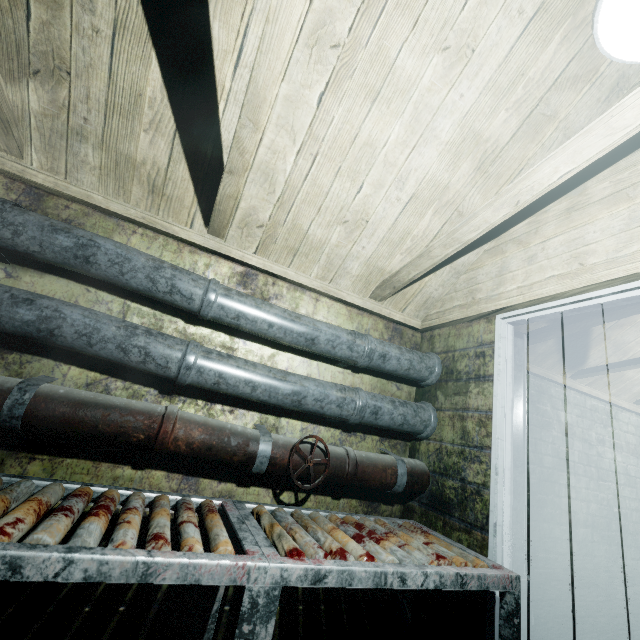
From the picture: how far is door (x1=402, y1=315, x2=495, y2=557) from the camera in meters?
1.6

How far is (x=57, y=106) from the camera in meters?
1.3 m

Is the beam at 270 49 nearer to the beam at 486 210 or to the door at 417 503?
the beam at 486 210

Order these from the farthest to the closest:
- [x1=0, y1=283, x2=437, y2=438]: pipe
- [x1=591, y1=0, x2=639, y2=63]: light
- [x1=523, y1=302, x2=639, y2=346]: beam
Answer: [x1=523, y1=302, x2=639, y2=346]: beam → [x1=0, y1=283, x2=437, y2=438]: pipe → [x1=591, y1=0, x2=639, y2=63]: light

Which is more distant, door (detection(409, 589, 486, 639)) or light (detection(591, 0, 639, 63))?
door (detection(409, 589, 486, 639))

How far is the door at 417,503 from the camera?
1.58m

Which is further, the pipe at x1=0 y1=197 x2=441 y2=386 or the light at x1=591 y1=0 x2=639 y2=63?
the pipe at x1=0 y1=197 x2=441 y2=386

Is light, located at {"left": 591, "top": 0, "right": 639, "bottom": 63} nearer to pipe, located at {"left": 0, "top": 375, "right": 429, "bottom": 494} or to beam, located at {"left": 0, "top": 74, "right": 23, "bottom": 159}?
beam, located at {"left": 0, "top": 74, "right": 23, "bottom": 159}
